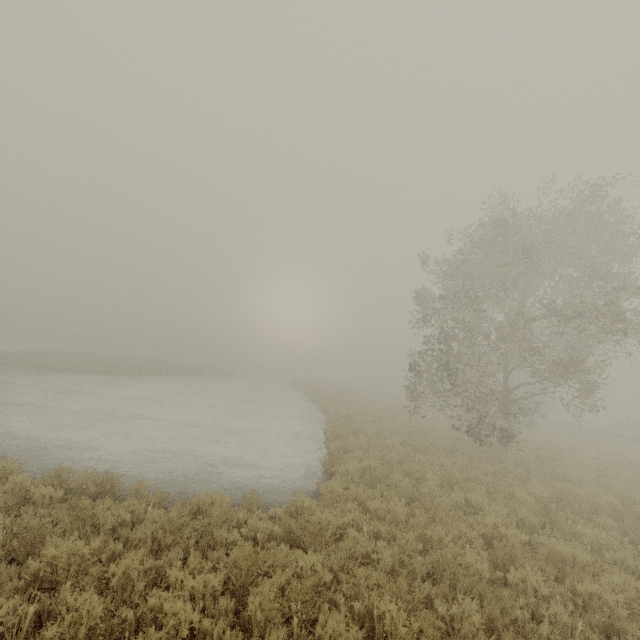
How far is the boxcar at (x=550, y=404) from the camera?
37.03m

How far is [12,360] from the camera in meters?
27.5 m

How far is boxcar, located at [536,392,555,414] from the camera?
37.03m

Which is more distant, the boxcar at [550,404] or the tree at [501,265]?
the boxcar at [550,404]

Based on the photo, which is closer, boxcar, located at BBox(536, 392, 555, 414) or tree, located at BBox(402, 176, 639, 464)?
tree, located at BBox(402, 176, 639, 464)
